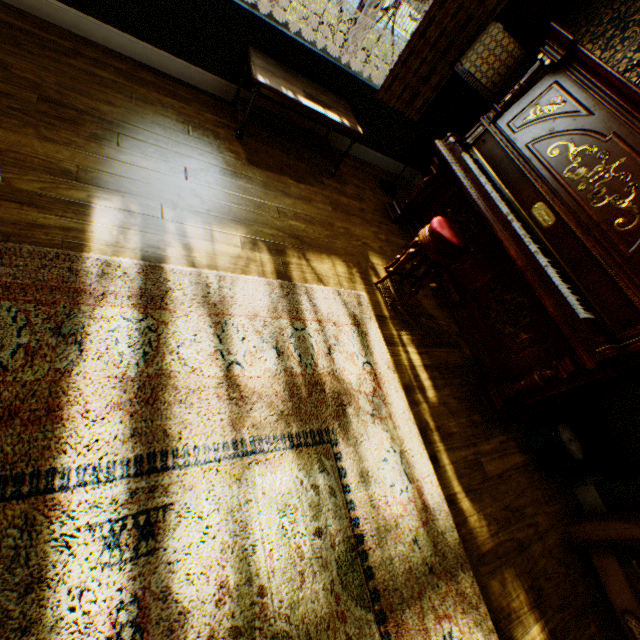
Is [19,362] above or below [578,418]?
below

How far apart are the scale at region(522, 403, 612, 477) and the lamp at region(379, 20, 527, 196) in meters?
3.1

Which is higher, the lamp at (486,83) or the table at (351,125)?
the lamp at (486,83)

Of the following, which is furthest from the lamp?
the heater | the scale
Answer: the heater

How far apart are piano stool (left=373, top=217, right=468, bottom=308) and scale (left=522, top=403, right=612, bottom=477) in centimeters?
156cm

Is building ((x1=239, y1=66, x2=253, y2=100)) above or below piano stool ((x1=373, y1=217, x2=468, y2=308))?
below

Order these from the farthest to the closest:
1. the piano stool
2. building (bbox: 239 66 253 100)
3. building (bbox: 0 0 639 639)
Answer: building (bbox: 239 66 253 100)
the piano stool
building (bbox: 0 0 639 639)

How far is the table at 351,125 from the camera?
2.83m
